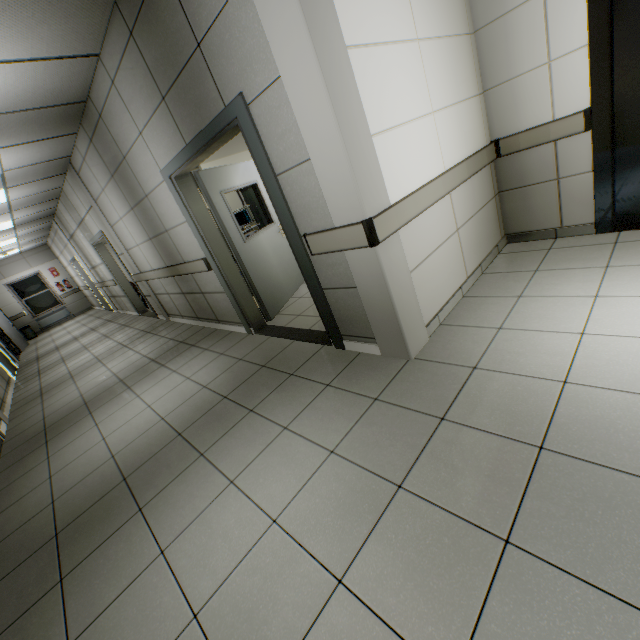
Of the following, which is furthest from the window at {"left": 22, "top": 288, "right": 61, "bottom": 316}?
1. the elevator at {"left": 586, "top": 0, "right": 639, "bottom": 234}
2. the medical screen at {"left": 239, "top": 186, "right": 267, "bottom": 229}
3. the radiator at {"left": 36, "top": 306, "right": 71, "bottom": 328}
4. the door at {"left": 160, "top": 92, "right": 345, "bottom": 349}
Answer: the elevator at {"left": 586, "top": 0, "right": 639, "bottom": 234}

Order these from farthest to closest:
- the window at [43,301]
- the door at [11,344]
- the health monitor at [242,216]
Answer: the window at [43,301] → the door at [11,344] → the health monitor at [242,216]

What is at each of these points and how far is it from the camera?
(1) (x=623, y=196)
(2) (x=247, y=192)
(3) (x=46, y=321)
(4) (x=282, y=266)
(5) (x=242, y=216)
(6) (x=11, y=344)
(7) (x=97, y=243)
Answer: (1) elevator door, 3.02m
(2) medical screen, 7.05m
(3) radiator, 14.30m
(4) door, 4.98m
(5) health monitor, 6.70m
(6) door, 10.88m
(7) door, 7.91m

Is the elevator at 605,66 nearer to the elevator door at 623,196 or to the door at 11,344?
the elevator door at 623,196

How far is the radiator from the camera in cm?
1422

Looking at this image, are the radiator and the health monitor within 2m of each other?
no

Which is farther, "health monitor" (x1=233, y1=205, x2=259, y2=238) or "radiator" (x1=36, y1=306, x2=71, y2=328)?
"radiator" (x1=36, y1=306, x2=71, y2=328)

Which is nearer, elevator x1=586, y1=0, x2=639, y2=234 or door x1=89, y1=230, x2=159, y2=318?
elevator x1=586, y1=0, x2=639, y2=234
